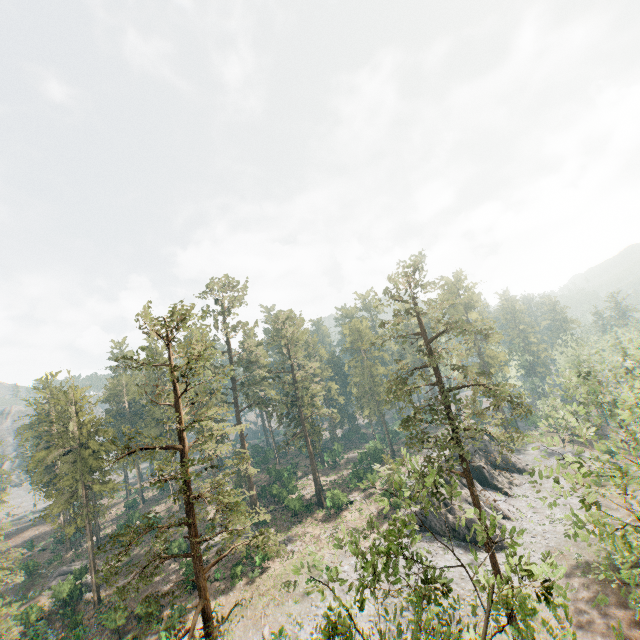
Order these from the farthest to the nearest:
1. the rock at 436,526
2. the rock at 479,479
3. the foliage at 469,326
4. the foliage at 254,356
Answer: the foliage at 254,356, the rock at 479,479, the rock at 436,526, the foliage at 469,326

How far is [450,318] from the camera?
27.94m

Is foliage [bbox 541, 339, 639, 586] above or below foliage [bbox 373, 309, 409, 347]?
below

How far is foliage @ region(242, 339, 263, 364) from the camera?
51.2 meters

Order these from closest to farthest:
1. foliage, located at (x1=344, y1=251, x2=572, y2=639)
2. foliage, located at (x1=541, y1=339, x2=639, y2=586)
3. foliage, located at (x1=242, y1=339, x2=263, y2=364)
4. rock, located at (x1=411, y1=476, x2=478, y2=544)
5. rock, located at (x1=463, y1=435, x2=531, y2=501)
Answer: foliage, located at (x1=344, y1=251, x2=572, y2=639), foliage, located at (x1=541, y1=339, x2=639, y2=586), rock, located at (x1=411, y1=476, x2=478, y2=544), rock, located at (x1=463, y1=435, x2=531, y2=501), foliage, located at (x1=242, y1=339, x2=263, y2=364)

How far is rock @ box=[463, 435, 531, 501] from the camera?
43.41m

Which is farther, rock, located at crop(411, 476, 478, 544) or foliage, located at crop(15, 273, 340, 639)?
rock, located at crop(411, 476, 478, 544)

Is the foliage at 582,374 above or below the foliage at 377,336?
below
